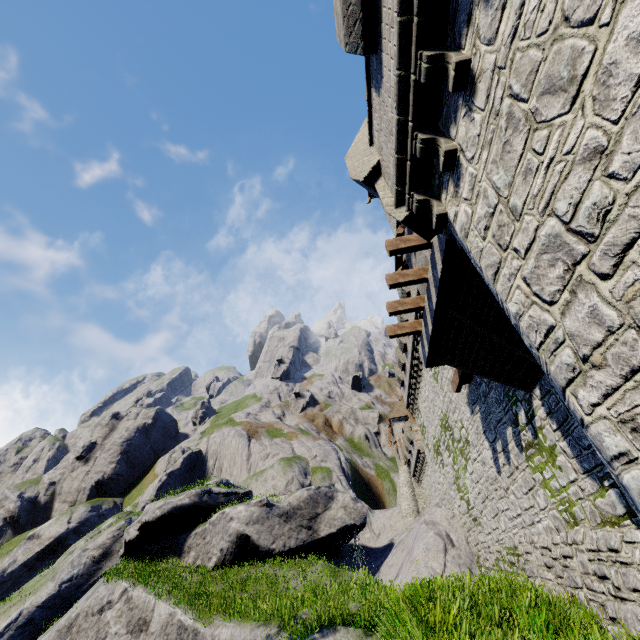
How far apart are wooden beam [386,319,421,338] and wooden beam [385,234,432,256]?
4.2m

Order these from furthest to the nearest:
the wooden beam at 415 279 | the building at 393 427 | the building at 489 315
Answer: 1. the building at 393 427
2. the wooden beam at 415 279
3. the building at 489 315

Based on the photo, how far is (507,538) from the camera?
14.4m

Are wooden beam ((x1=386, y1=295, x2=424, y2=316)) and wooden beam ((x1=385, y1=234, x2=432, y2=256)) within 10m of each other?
yes

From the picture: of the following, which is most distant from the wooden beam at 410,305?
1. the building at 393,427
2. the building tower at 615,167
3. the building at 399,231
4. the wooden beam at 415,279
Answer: the building at 393,427

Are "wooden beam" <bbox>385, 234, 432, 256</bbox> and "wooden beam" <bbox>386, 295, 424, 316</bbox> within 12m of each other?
yes

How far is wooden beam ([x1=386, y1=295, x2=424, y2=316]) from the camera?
12.42m

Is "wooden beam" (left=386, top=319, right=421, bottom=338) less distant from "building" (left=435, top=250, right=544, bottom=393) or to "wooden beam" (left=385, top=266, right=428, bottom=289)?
"wooden beam" (left=385, top=266, right=428, bottom=289)
